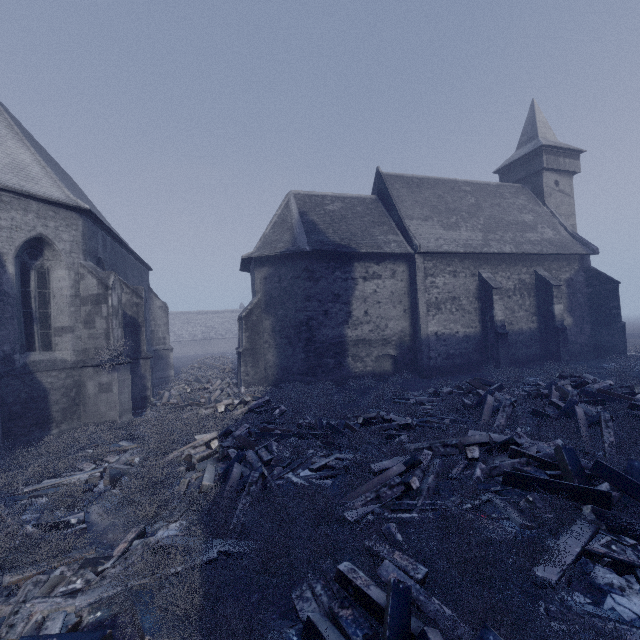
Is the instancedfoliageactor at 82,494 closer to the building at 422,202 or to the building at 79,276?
the building at 79,276

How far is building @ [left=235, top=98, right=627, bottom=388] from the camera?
16.8m

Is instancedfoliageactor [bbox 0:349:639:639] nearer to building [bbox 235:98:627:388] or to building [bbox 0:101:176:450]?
building [bbox 0:101:176:450]

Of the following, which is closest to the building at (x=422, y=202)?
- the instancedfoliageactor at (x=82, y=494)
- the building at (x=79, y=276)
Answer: the building at (x=79, y=276)

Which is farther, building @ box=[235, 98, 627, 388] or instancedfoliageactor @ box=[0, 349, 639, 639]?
building @ box=[235, 98, 627, 388]

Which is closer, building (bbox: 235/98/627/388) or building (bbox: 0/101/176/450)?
building (bbox: 0/101/176/450)

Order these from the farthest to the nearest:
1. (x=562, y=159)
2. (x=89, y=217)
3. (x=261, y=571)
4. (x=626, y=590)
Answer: (x=562, y=159) < (x=89, y=217) < (x=261, y=571) < (x=626, y=590)

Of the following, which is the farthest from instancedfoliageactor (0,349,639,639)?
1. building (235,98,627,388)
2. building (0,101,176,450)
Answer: building (235,98,627,388)
